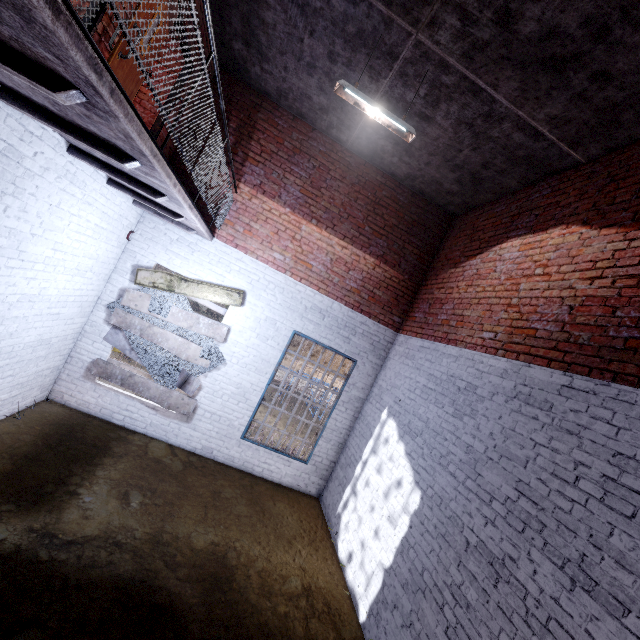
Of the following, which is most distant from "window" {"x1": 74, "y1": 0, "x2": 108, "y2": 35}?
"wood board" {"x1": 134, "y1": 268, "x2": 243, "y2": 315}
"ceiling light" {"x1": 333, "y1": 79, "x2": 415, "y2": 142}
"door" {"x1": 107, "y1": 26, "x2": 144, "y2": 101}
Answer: "wood board" {"x1": 134, "y1": 268, "x2": 243, "y2": 315}

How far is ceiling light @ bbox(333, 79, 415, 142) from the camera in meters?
4.0 m

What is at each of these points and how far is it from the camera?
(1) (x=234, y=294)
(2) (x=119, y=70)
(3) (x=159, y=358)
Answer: (1) wood board, 6.4m
(2) door, 3.5m
(3) fence, 6.2m

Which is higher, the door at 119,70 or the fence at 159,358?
the door at 119,70

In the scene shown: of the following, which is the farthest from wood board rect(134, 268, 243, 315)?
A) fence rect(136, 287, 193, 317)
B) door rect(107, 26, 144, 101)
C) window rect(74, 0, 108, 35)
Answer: window rect(74, 0, 108, 35)

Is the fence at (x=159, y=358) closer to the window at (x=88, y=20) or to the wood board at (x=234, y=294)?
the wood board at (x=234, y=294)

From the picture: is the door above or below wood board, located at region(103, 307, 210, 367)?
above

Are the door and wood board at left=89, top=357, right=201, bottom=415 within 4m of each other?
yes
